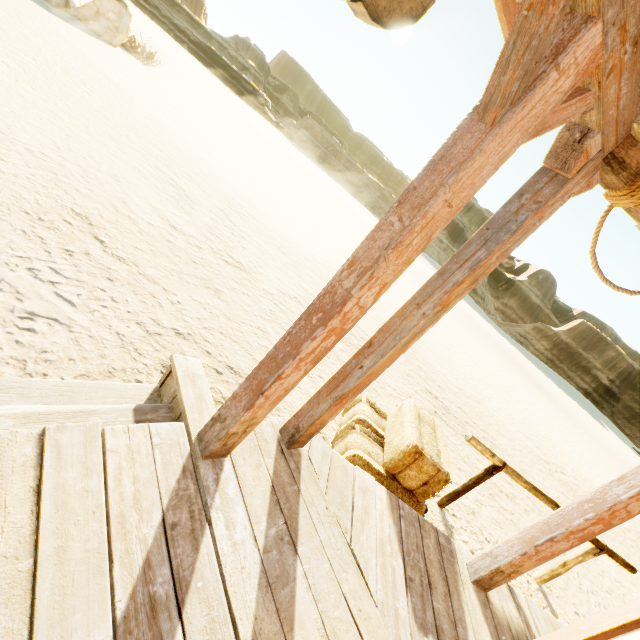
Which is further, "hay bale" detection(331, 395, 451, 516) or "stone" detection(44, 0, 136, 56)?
"stone" detection(44, 0, 136, 56)

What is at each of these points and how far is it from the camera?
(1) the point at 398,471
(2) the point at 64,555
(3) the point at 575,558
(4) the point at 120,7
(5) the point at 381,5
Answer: (1) hay bale, 3.1m
(2) building, 1.3m
(3) hitch post, 4.1m
(4) stone, 13.5m
(5) sign, 1.0m

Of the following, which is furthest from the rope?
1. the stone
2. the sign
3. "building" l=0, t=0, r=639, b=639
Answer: the stone

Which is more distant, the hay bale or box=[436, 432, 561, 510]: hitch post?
box=[436, 432, 561, 510]: hitch post

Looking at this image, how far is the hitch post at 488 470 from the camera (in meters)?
3.74

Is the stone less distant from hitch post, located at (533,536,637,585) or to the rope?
the rope

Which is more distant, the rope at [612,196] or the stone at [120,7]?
the stone at [120,7]

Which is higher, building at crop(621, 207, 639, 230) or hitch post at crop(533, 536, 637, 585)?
building at crop(621, 207, 639, 230)
